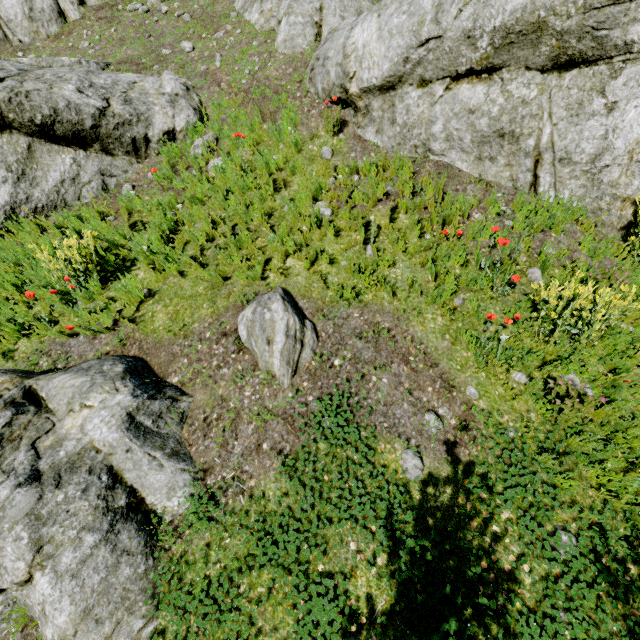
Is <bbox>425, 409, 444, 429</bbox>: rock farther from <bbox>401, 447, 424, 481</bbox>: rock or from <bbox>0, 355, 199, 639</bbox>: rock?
<bbox>0, 355, 199, 639</bbox>: rock

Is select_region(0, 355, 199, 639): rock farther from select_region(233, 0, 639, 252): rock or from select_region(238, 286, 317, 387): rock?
select_region(233, 0, 639, 252): rock

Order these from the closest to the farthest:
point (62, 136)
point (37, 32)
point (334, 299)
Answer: point (334, 299) < point (62, 136) < point (37, 32)

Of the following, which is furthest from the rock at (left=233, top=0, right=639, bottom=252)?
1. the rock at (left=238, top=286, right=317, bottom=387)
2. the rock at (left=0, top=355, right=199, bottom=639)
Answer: the rock at (left=0, top=355, right=199, bottom=639)

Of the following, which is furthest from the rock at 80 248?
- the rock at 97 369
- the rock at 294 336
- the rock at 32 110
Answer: the rock at 97 369

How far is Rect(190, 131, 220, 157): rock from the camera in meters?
5.8

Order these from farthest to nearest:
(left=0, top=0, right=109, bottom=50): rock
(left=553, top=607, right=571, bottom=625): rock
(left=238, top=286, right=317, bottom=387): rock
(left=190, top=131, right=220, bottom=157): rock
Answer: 1. (left=0, top=0, right=109, bottom=50): rock
2. (left=190, top=131, right=220, bottom=157): rock
3. (left=238, top=286, right=317, bottom=387): rock
4. (left=553, top=607, right=571, bottom=625): rock

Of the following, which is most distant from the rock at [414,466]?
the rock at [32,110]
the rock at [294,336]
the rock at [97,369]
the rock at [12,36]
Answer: the rock at [32,110]
